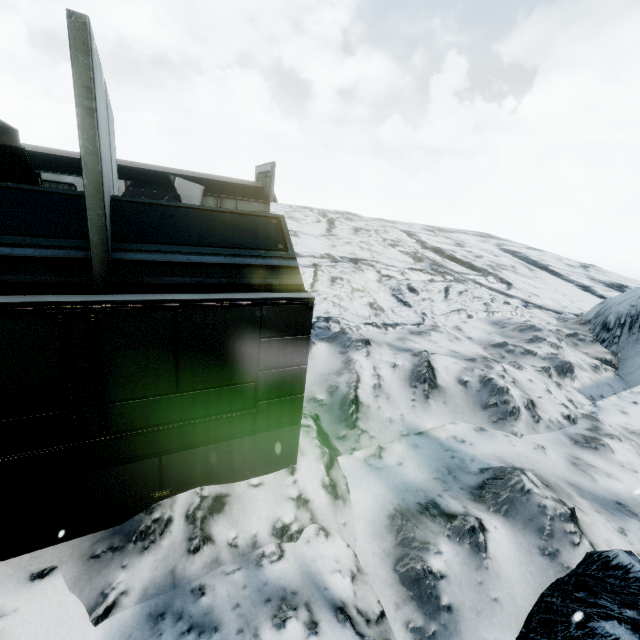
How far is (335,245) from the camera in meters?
20.5
